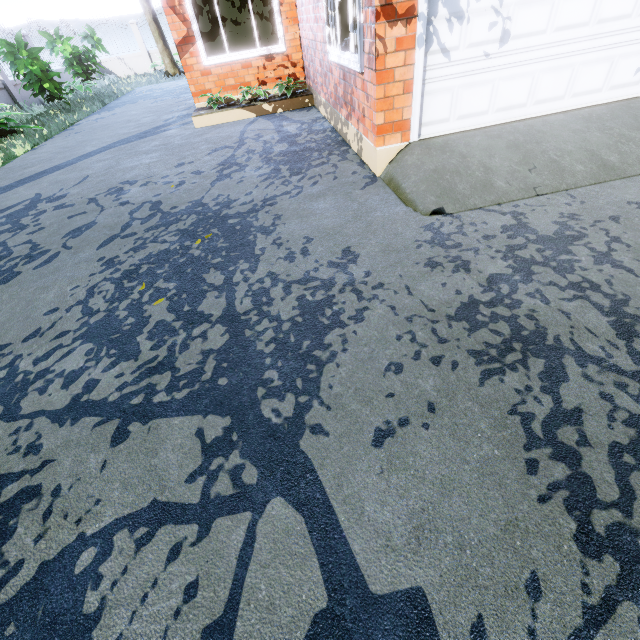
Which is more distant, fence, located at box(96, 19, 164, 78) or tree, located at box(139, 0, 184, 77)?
fence, located at box(96, 19, 164, 78)

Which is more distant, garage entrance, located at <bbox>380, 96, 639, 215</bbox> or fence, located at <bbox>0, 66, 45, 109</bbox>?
fence, located at <bbox>0, 66, 45, 109</bbox>

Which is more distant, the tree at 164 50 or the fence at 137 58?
the fence at 137 58

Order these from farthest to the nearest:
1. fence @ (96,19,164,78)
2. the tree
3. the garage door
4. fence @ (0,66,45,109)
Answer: fence @ (96,19,164,78)
the tree
fence @ (0,66,45,109)
the garage door

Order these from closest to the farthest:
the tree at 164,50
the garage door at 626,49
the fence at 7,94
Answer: the garage door at 626,49, the fence at 7,94, the tree at 164,50

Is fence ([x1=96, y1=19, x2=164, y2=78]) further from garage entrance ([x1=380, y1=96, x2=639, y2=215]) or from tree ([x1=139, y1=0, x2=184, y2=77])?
garage entrance ([x1=380, y1=96, x2=639, y2=215])

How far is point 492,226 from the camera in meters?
3.0

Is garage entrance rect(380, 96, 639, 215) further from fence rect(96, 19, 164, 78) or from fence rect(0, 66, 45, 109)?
fence rect(96, 19, 164, 78)
